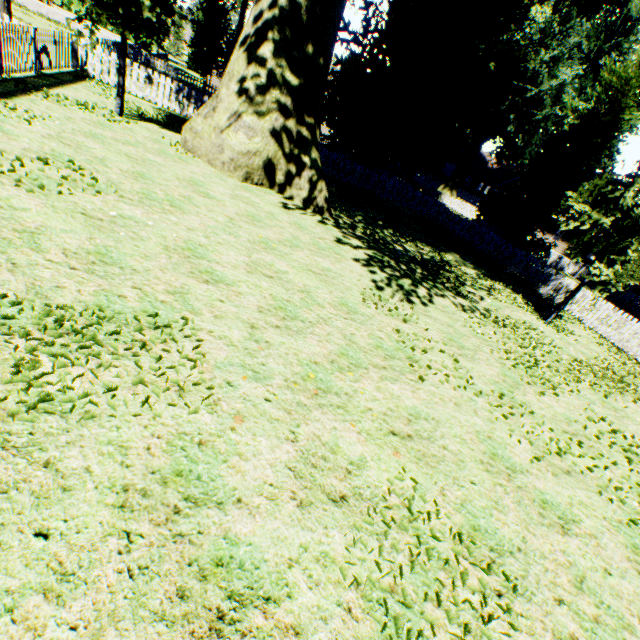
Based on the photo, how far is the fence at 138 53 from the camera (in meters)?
14.49

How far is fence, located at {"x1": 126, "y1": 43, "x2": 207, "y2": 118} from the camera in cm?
1449

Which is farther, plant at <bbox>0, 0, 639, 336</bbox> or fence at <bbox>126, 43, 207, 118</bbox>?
fence at <bbox>126, 43, 207, 118</bbox>

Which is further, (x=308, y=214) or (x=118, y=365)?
(x=308, y=214)

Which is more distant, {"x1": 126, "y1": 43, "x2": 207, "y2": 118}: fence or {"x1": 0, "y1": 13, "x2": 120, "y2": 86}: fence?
{"x1": 126, "y1": 43, "x2": 207, "y2": 118}: fence

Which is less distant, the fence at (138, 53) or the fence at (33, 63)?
the fence at (33, 63)
